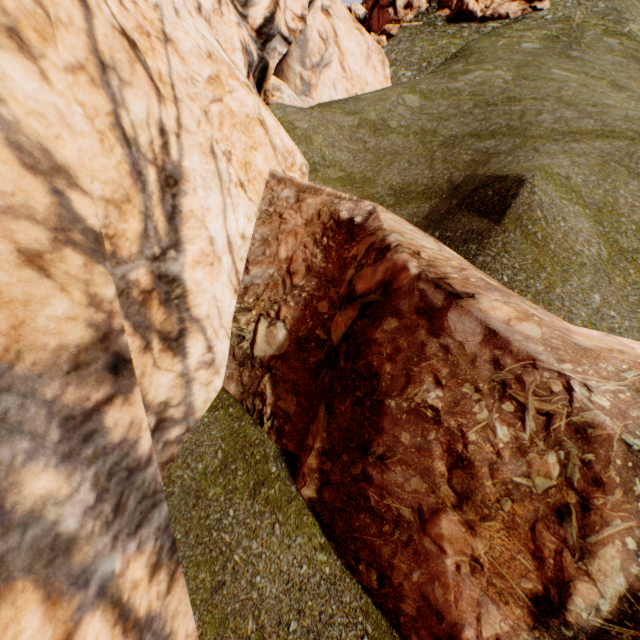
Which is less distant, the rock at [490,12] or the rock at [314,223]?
the rock at [314,223]

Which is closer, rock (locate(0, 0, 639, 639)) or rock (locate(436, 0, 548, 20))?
rock (locate(0, 0, 639, 639))

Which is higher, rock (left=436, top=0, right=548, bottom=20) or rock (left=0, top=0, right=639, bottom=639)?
rock (left=436, top=0, right=548, bottom=20)

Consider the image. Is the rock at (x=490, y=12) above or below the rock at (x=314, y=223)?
above

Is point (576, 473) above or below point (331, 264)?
below
